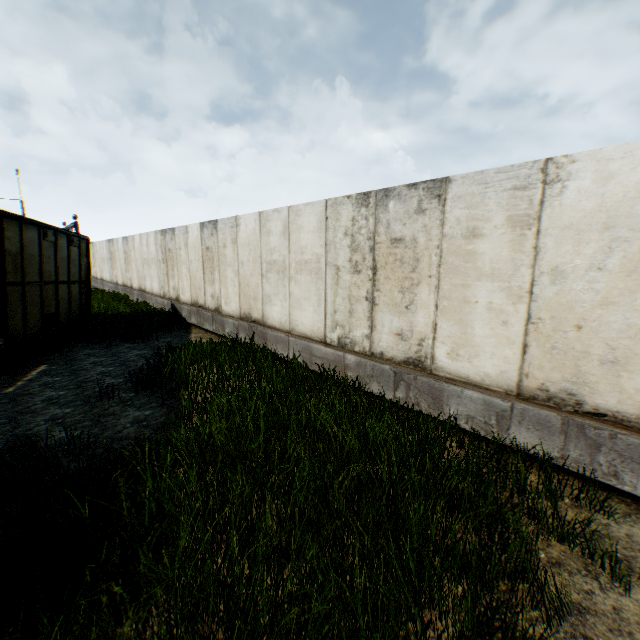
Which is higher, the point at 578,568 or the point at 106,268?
the point at 106,268
